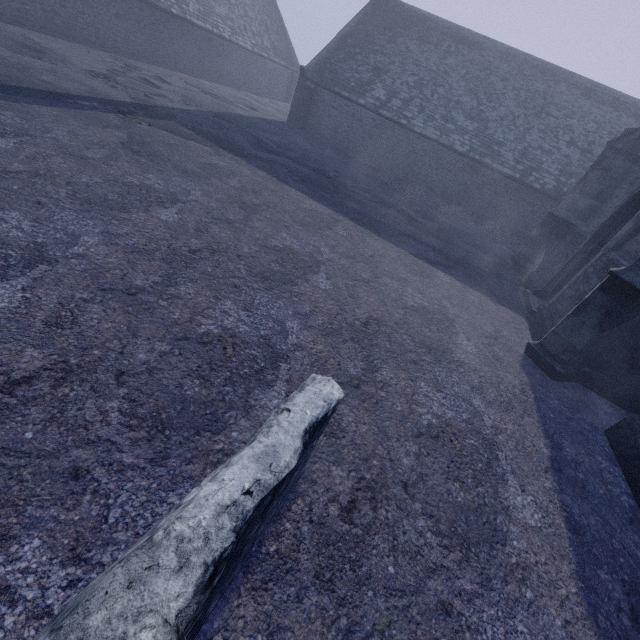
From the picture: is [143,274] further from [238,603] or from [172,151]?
[172,151]
